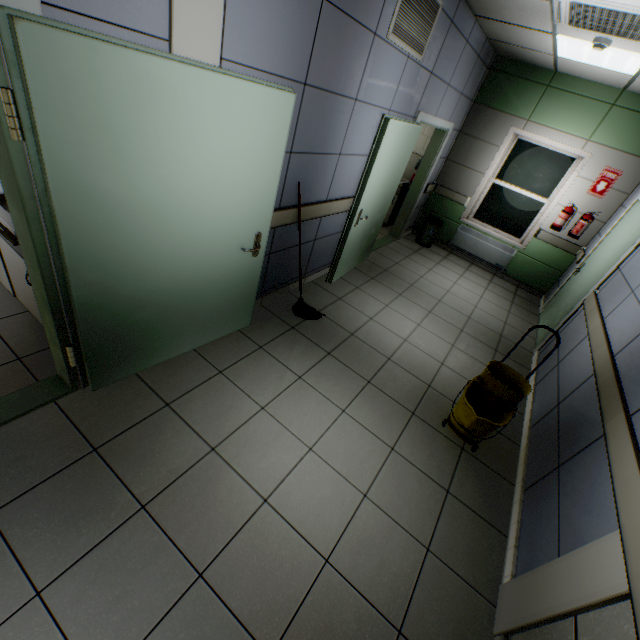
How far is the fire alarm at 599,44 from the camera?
3.3 meters

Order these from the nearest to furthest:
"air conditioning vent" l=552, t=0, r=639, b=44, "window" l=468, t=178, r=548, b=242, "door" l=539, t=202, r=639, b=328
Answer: "air conditioning vent" l=552, t=0, r=639, b=44, "door" l=539, t=202, r=639, b=328, "window" l=468, t=178, r=548, b=242

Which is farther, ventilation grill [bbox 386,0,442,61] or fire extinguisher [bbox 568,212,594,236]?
fire extinguisher [bbox 568,212,594,236]

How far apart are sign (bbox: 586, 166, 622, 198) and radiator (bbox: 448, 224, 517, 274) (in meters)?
1.30

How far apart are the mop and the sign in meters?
5.2

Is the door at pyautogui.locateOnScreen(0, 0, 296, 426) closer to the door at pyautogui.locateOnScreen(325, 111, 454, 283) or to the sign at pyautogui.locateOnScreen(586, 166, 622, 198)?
the door at pyautogui.locateOnScreen(325, 111, 454, 283)

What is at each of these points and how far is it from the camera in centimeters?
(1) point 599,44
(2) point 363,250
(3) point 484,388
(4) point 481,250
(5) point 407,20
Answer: (1) fire alarm, 332cm
(2) door, 501cm
(3) bottle, 292cm
(4) radiator, 659cm
(5) ventilation grill, 300cm

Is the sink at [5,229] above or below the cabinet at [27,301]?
above
